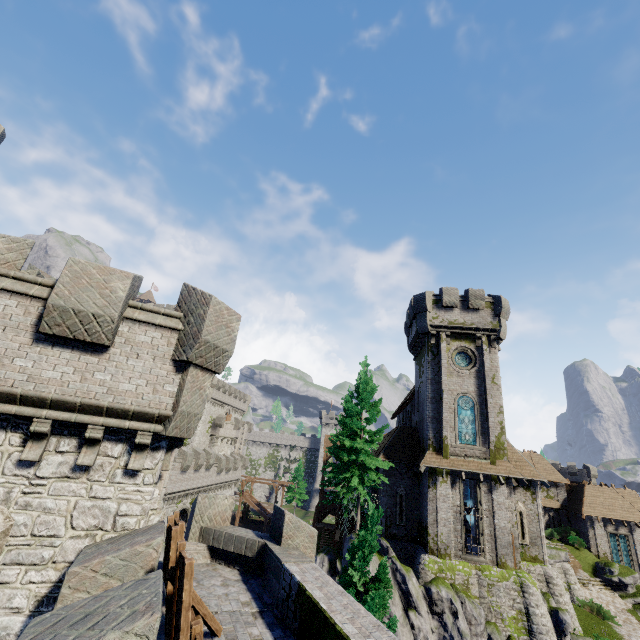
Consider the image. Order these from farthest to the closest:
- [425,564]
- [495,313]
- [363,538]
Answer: [495,313] < [425,564] < [363,538]

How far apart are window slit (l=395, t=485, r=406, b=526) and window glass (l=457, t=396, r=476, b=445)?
5.87m

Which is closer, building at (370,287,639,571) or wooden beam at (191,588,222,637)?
wooden beam at (191,588,222,637)

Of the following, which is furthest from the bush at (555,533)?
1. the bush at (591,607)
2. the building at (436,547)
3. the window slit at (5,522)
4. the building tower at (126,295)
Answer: the window slit at (5,522)

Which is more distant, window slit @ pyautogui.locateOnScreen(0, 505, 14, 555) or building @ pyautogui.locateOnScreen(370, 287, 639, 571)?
building @ pyautogui.locateOnScreen(370, 287, 639, 571)

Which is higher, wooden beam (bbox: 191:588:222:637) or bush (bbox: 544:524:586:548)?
wooden beam (bbox: 191:588:222:637)

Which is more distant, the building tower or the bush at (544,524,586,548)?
the bush at (544,524,586,548)

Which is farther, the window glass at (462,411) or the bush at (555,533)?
the bush at (555,533)
